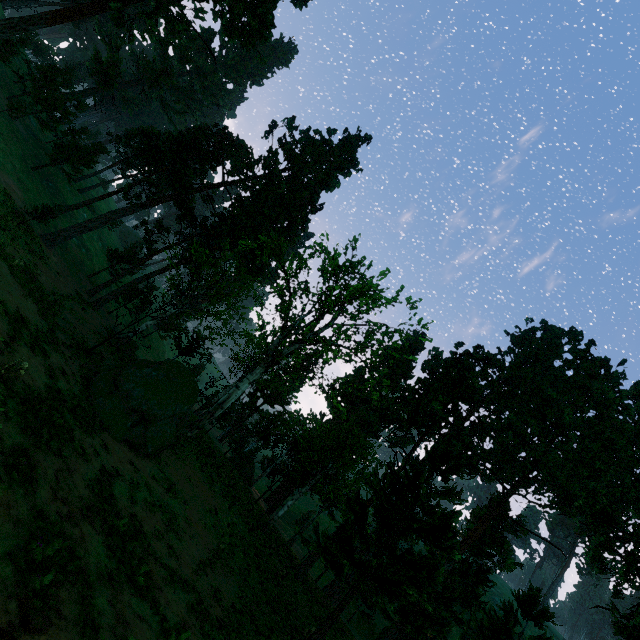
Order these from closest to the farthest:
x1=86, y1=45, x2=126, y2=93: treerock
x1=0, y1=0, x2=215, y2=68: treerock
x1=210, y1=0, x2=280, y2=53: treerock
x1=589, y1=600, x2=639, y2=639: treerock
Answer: x1=589, y1=600, x2=639, y2=639: treerock
x1=0, y1=0, x2=215, y2=68: treerock
x1=210, y1=0, x2=280, y2=53: treerock
x1=86, y1=45, x2=126, y2=93: treerock

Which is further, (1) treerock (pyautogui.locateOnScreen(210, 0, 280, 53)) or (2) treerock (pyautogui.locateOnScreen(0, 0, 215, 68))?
(1) treerock (pyautogui.locateOnScreen(210, 0, 280, 53))

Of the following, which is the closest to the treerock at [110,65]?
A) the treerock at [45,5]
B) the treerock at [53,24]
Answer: the treerock at [45,5]

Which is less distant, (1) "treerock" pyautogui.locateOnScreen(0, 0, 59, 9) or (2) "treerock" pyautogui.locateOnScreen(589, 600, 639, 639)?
(2) "treerock" pyautogui.locateOnScreen(589, 600, 639, 639)

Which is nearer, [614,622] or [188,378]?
[614,622]

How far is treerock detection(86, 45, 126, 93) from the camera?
55.7 meters

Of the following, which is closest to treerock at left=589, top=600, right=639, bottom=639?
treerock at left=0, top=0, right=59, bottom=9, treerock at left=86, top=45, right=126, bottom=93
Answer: treerock at left=86, top=45, right=126, bottom=93

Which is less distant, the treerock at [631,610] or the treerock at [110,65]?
the treerock at [631,610]
